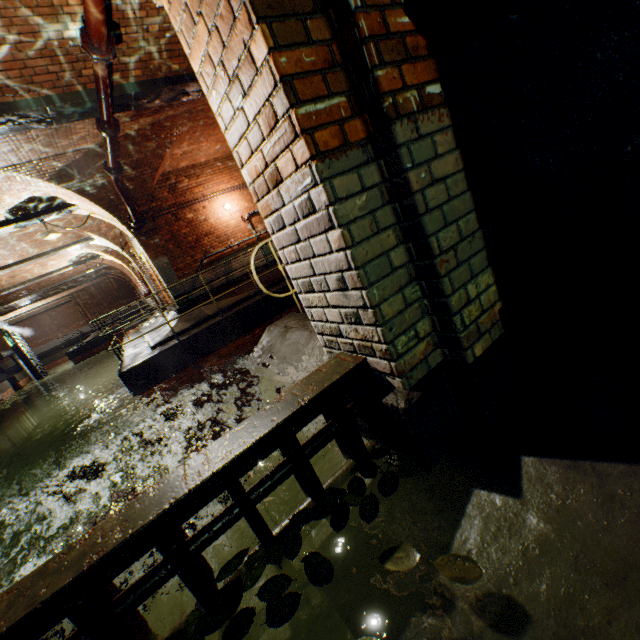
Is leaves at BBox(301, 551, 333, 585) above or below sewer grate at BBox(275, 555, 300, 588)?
above

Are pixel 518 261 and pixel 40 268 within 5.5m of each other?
no

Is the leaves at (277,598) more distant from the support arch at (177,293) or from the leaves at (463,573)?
the support arch at (177,293)

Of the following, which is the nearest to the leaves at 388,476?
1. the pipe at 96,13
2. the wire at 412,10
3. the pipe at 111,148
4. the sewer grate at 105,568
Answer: the sewer grate at 105,568

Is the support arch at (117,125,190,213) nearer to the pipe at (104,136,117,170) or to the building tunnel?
the pipe at (104,136,117,170)

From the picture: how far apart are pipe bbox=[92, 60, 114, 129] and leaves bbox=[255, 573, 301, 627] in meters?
5.5

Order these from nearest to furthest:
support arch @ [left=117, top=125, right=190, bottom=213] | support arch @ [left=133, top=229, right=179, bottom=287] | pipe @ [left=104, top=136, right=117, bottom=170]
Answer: pipe @ [left=104, top=136, right=117, bottom=170], support arch @ [left=117, top=125, right=190, bottom=213], support arch @ [left=133, top=229, right=179, bottom=287]

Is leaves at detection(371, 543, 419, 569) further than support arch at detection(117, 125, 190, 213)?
No
